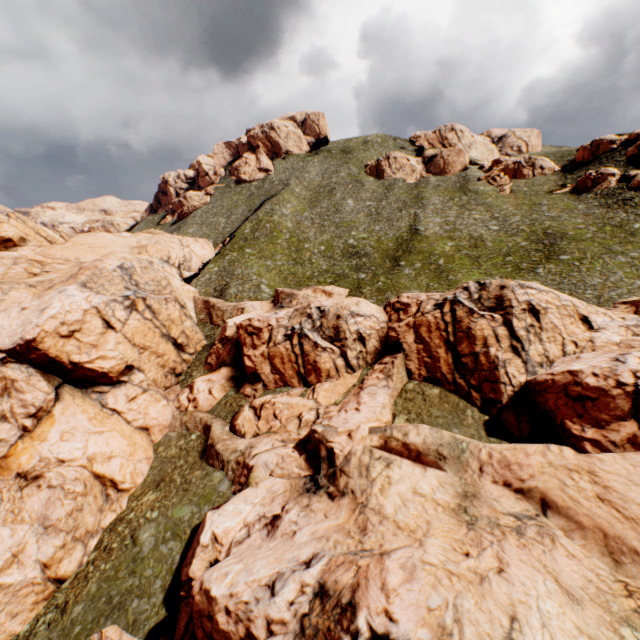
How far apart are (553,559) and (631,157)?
69.4m

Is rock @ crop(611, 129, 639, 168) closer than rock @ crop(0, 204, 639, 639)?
No

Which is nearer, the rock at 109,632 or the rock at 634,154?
the rock at 109,632

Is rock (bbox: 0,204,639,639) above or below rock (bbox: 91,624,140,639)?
above

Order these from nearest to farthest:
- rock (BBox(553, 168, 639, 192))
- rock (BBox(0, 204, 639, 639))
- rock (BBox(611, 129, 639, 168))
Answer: rock (BBox(0, 204, 639, 639)) < rock (BBox(553, 168, 639, 192)) < rock (BBox(611, 129, 639, 168))

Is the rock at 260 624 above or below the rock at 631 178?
below
